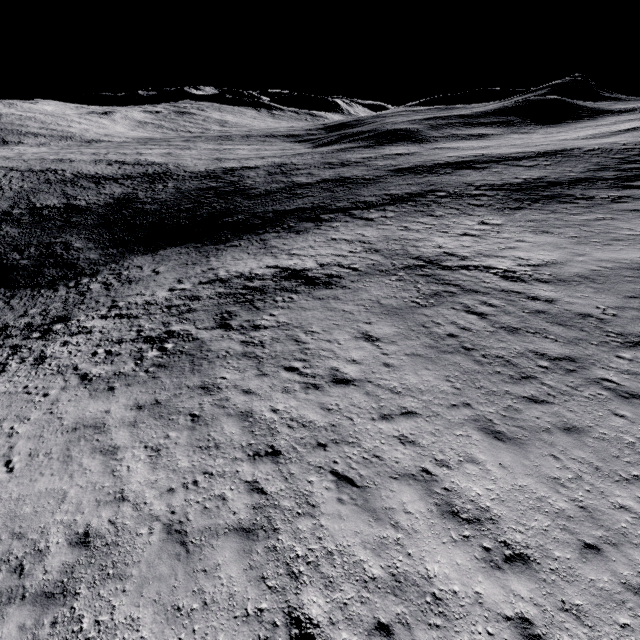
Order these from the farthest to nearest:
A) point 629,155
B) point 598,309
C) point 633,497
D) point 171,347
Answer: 1. point 629,155
2. point 171,347
3. point 598,309
4. point 633,497
